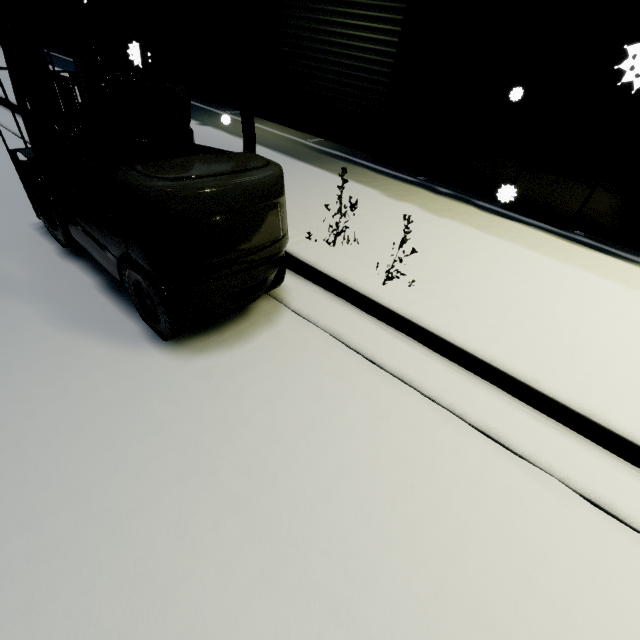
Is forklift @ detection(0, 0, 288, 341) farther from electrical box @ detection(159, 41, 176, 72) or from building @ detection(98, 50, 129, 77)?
building @ detection(98, 50, 129, 77)

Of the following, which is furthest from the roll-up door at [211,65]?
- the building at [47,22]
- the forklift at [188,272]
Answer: the forklift at [188,272]

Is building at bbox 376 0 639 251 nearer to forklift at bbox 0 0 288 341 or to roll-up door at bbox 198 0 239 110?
roll-up door at bbox 198 0 239 110

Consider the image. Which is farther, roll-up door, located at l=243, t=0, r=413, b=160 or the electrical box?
the electrical box

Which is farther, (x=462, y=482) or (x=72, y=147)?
(x=72, y=147)

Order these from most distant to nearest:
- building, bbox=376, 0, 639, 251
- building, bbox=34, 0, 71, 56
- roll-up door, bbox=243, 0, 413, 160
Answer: building, bbox=34, 0, 71, 56 → roll-up door, bbox=243, 0, 413, 160 → building, bbox=376, 0, 639, 251

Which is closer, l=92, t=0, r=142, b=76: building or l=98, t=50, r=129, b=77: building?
l=92, t=0, r=142, b=76: building

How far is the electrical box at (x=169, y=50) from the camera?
7.6 meters
